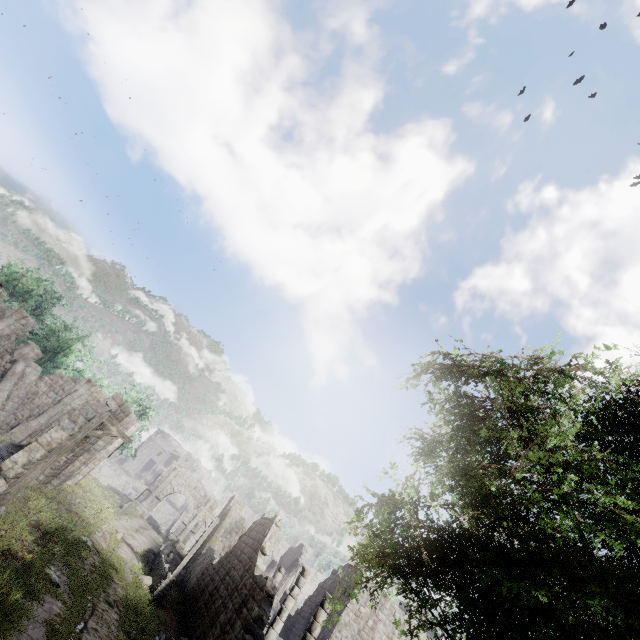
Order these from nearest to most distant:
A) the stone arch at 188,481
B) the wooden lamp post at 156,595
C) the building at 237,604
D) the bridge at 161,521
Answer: the building at 237,604
the wooden lamp post at 156,595
the stone arch at 188,481
the bridge at 161,521

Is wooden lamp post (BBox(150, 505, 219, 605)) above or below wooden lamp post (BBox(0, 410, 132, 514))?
below

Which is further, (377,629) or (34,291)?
(34,291)

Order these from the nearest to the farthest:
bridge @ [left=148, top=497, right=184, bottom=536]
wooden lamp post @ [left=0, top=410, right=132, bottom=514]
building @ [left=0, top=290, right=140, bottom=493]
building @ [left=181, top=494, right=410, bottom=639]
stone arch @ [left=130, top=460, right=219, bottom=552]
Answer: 1. wooden lamp post @ [left=0, top=410, right=132, bottom=514]
2. building @ [left=181, top=494, right=410, bottom=639]
3. building @ [left=0, top=290, right=140, bottom=493]
4. stone arch @ [left=130, top=460, right=219, bottom=552]
5. bridge @ [left=148, top=497, right=184, bottom=536]

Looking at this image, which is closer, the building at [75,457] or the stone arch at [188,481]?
the building at [75,457]

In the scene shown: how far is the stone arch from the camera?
36.05m

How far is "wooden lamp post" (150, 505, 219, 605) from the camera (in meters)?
17.91

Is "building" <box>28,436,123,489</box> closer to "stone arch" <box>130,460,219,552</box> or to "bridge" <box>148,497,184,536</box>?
"stone arch" <box>130,460,219,552</box>
